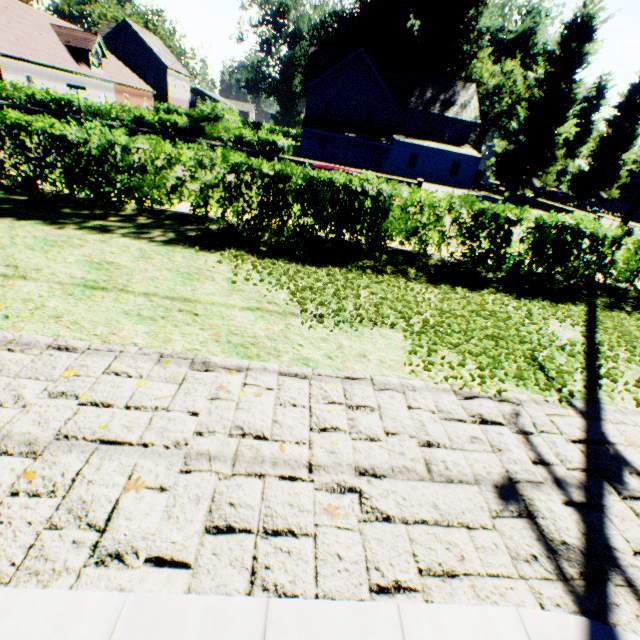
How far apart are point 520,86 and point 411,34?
15.29m

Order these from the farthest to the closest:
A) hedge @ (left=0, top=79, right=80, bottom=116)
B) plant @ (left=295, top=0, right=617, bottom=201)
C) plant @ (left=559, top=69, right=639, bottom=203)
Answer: plant @ (left=559, top=69, right=639, bottom=203) < plant @ (left=295, top=0, right=617, bottom=201) < hedge @ (left=0, top=79, right=80, bottom=116)

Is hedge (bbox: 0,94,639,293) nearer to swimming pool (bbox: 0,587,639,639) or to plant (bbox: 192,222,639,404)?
plant (bbox: 192,222,639,404)

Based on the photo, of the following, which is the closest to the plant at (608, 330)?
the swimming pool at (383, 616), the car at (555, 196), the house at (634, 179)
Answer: the house at (634, 179)

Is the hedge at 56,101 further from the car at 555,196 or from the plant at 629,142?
the car at 555,196

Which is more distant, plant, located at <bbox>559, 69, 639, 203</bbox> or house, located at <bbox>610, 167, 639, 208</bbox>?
house, located at <bbox>610, 167, 639, 208</bbox>

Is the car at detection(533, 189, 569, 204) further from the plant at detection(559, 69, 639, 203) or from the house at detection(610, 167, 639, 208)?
the house at detection(610, 167, 639, 208)

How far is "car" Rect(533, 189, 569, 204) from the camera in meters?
42.2 m
